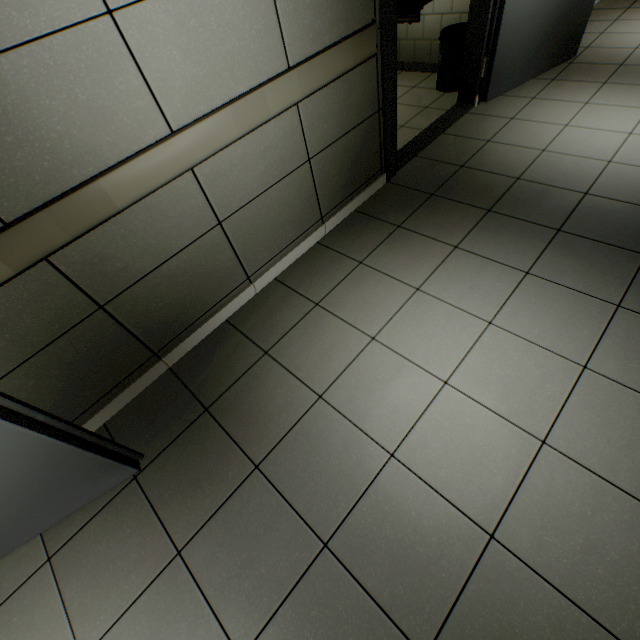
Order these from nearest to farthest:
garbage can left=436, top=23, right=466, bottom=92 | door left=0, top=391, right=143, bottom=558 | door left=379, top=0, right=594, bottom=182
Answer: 1. door left=0, top=391, right=143, bottom=558
2. door left=379, top=0, right=594, bottom=182
3. garbage can left=436, top=23, right=466, bottom=92

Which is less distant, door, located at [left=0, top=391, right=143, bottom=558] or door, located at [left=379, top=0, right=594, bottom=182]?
door, located at [left=0, top=391, right=143, bottom=558]

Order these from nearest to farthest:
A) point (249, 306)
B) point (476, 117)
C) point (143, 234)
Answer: point (143, 234)
point (249, 306)
point (476, 117)

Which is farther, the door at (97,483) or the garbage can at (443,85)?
the garbage can at (443,85)

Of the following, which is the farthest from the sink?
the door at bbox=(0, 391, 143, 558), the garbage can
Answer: the door at bbox=(0, 391, 143, 558)

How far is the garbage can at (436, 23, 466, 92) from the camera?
3.6 meters

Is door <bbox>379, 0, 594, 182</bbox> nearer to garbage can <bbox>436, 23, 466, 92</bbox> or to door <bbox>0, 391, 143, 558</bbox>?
garbage can <bbox>436, 23, 466, 92</bbox>

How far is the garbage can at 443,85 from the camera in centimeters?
358cm
